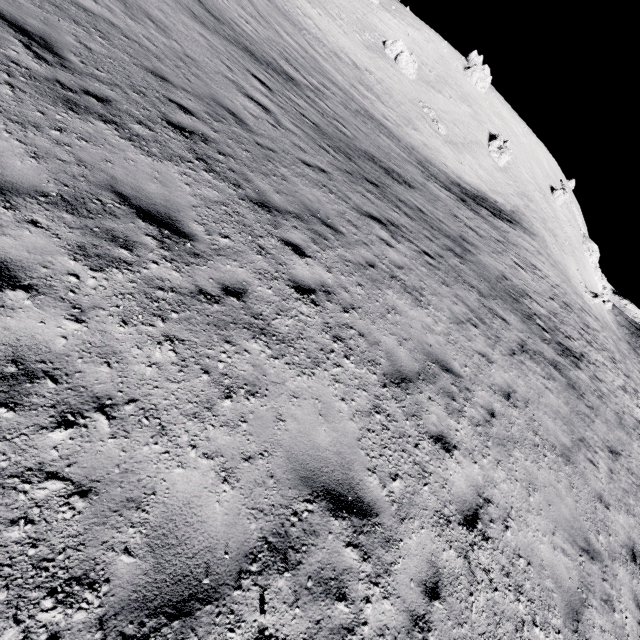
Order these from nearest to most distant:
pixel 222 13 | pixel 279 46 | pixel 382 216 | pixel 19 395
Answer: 1. pixel 19 395
2. pixel 382 216
3. pixel 222 13
4. pixel 279 46

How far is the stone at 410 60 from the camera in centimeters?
5194cm

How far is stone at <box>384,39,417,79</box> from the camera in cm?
5194
